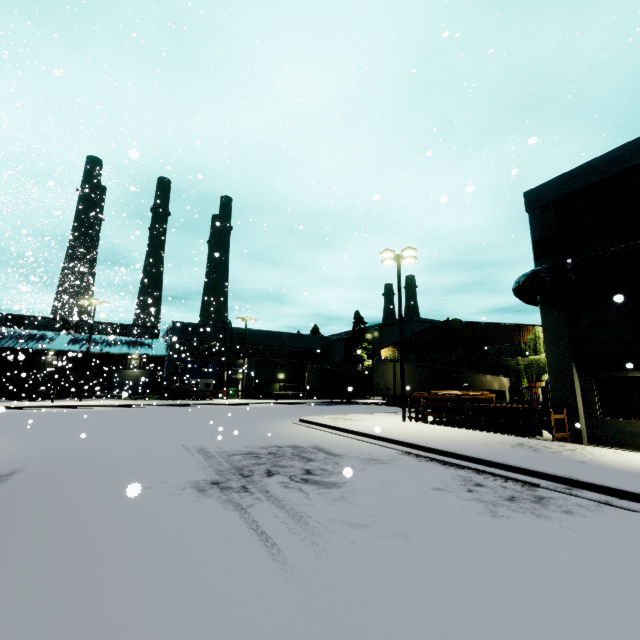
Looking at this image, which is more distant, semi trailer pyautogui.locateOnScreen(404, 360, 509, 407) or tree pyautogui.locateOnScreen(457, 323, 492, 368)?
tree pyautogui.locateOnScreen(457, 323, 492, 368)

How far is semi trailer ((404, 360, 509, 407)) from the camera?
25.15m

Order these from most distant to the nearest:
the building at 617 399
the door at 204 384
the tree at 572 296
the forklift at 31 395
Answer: the door at 204 384, the forklift at 31 395, the tree at 572 296, the building at 617 399

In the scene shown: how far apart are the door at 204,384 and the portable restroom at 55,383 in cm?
1372

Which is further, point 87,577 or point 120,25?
point 120,25

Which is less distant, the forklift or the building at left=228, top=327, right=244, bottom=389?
the forklift

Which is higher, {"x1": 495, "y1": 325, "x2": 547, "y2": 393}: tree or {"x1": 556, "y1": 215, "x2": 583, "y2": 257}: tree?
{"x1": 556, "y1": 215, "x2": 583, "y2": 257}: tree

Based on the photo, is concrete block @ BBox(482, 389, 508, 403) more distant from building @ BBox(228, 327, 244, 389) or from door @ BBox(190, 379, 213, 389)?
door @ BBox(190, 379, 213, 389)
